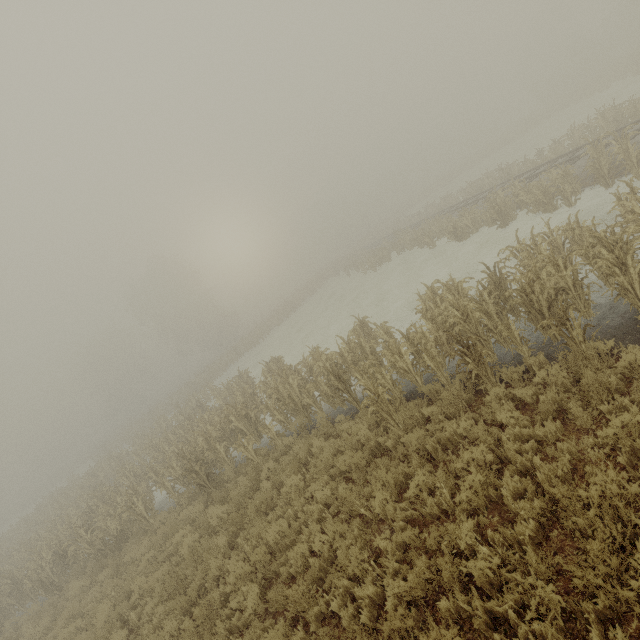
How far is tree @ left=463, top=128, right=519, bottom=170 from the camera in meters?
48.2 m

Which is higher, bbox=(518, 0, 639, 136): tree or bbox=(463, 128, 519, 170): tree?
bbox=(518, 0, 639, 136): tree

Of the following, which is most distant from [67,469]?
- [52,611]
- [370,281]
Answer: [370,281]

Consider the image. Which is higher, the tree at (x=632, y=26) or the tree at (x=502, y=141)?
the tree at (x=632, y=26)

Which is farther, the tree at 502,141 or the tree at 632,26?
the tree at 502,141

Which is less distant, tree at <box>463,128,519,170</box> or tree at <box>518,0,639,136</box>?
tree at <box>518,0,639,136</box>
